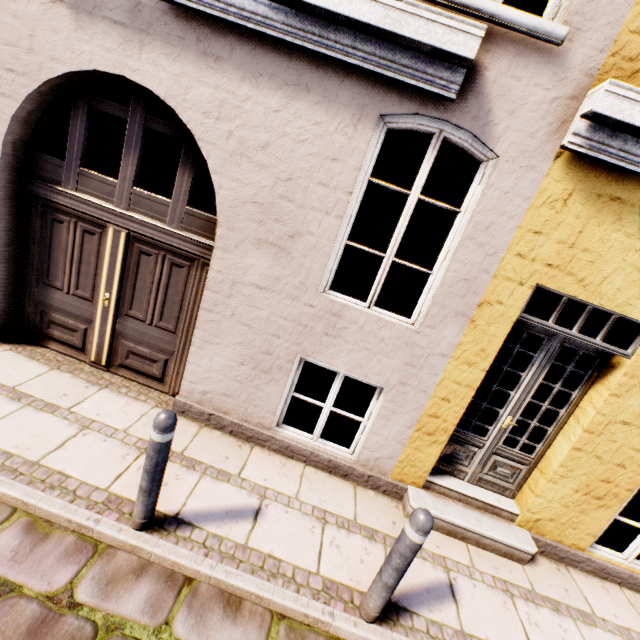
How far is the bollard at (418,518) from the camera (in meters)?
2.26

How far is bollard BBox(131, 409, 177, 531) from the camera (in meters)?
2.31

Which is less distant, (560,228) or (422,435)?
(560,228)

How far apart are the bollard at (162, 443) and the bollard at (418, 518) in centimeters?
184cm

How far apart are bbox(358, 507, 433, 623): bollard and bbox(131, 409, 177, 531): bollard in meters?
1.8 m

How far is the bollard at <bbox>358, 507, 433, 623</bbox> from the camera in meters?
2.3
